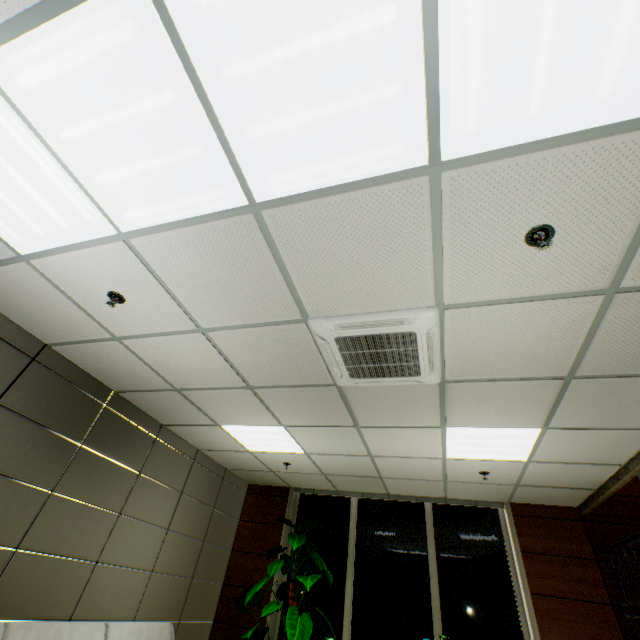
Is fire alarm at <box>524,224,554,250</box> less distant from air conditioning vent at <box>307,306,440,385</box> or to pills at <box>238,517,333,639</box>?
Answer: air conditioning vent at <box>307,306,440,385</box>

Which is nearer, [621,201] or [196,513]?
[621,201]

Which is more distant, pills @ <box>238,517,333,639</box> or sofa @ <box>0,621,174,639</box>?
pills @ <box>238,517,333,639</box>

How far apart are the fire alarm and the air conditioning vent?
0.67m

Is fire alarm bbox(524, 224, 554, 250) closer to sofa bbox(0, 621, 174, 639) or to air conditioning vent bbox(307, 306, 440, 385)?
air conditioning vent bbox(307, 306, 440, 385)

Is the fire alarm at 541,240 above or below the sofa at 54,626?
above

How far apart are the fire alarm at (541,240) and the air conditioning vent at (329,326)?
0.7m
